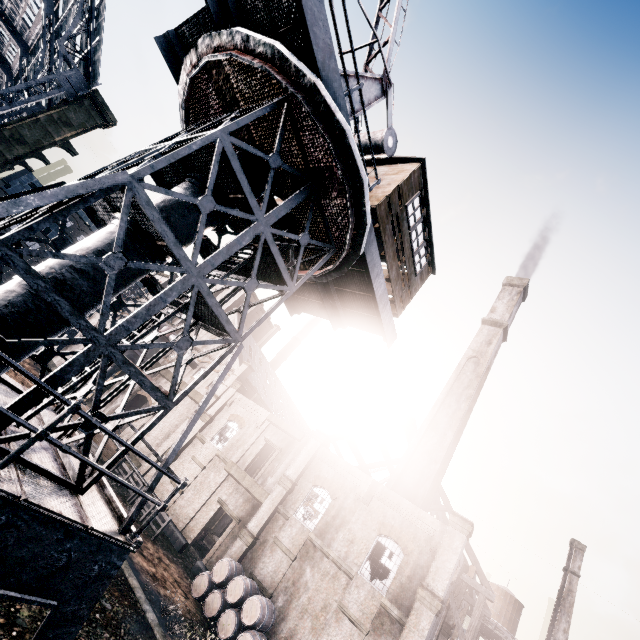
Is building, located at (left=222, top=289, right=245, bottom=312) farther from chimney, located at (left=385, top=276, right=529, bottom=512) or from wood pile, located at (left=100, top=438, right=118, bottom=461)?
chimney, located at (left=385, top=276, right=529, bottom=512)

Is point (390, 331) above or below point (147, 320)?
above

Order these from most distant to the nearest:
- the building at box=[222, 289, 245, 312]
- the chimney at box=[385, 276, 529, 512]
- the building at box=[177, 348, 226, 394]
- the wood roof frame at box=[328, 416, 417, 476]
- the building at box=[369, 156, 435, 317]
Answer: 1. the building at box=[222, 289, 245, 312]
2. the building at box=[177, 348, 226, 394]
3. the wood roof frame at box=[328, 416, 417, 476]
4. the chimney at box=[385, 276, 529, 512]
5. the building at box=[369, 156, 435, 317]

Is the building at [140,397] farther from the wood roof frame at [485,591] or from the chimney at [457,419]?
the chimney at [457,419]

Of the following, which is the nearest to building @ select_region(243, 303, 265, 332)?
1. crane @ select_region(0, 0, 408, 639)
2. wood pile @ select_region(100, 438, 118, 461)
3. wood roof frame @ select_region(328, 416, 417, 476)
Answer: wood roof frame @ select_region(328, 416, 417, 476)

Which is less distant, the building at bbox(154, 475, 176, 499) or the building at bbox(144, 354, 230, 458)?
the building at bbox(154, 475, 176, 499)

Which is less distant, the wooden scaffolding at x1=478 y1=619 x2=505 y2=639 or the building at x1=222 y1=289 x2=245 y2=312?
the wooden scaffolding at x1=478 y1=619 x2=505 y2=639

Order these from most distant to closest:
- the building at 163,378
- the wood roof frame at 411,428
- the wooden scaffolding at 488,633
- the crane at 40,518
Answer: the building at 163,378 → the wood roof frame at 411,428 → the wooden scaffolding at 488,633 → the crane at 40,518
